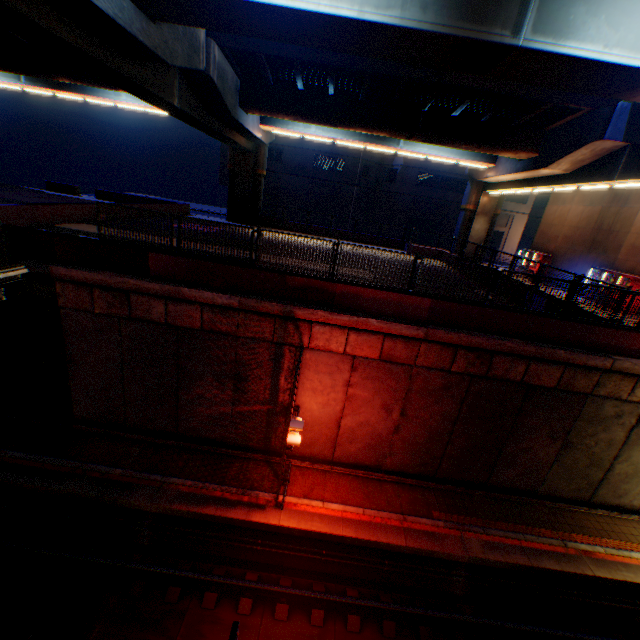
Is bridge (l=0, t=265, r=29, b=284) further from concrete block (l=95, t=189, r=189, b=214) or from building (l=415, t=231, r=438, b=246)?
building (l=415, t=231, r=438, b=246)

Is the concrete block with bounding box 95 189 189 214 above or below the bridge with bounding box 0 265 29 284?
above

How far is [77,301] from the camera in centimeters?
1059cm

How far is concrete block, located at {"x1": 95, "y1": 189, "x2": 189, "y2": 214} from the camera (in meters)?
23.94

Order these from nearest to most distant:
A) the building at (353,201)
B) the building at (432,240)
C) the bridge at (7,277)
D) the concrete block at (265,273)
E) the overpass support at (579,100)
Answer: the overpass support at (579,100) → the bridge at (7,277) → the concrete block at (265,273) → the building at (353,201) → the building at (432,240)

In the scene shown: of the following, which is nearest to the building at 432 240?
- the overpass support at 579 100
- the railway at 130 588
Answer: the overpass support at 579 100

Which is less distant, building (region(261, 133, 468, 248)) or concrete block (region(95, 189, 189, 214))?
concrete block (region(95, 189, 189, 214))

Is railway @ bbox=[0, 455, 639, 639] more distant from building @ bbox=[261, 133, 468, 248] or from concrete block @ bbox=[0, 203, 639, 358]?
building @ bbox=[261, 133, 468, 248]
